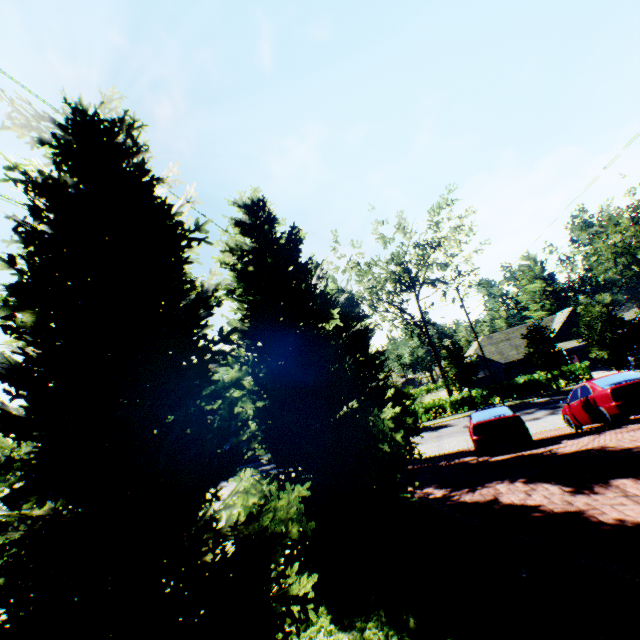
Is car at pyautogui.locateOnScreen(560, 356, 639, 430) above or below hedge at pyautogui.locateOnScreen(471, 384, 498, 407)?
above

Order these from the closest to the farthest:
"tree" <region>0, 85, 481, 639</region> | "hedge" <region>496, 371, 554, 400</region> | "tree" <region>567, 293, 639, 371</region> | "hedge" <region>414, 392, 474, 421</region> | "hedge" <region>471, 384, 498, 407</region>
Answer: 1. "tree" <region>0, 85, 481, 639</region>
2. "tree" <region>567, 293, 639, 371</region>
3. "hedge" <region>496, 371, 554, 400</region>
4. "hedge" <region>471, 384, 498, 407</region>
5. "hedge" <region>414, 392, 474, 421</region>

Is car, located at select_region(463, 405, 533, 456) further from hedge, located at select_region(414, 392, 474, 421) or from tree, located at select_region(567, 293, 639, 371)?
hedge, located at select_region(414, 392, 474, 421)

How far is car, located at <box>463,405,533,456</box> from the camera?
10.9 meters

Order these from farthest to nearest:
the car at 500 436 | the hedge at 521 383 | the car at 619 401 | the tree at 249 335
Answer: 1. the hedge at 521 383
2. the car at 500 436
3. the car at 619 401
4. the tree at 249 335

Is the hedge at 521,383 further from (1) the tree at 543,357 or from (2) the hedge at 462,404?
(2) the hedge at 462,404

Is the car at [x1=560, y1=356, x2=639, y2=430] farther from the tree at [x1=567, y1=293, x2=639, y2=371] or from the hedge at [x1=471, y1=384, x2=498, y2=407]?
the hedge at [x1=471, y1=384, x2=498, y2=407]

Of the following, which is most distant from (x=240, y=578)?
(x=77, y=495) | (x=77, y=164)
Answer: (x=77, y=164)
